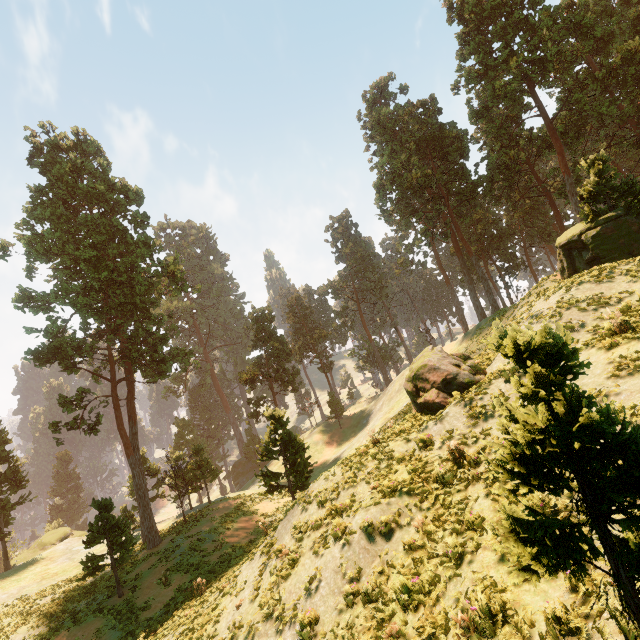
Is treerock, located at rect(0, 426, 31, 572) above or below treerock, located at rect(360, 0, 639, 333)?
below

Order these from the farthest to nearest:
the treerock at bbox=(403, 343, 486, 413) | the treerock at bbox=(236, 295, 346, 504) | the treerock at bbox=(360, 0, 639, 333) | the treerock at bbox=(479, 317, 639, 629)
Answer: the treerock at bbox=(236, 295, 346, 504) → the treerock at bbox=(360, 0, 639, 333) → the treerock at bbox=(403, 343, 486, 413) → the treerock at bbox=(479, 317, 639, 629)

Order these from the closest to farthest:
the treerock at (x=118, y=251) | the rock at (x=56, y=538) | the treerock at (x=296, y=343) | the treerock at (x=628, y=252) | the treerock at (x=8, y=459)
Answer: the treerock at (x=628, y=252) < the treerock at (x=296, y=343) < the treerock at (x=118, y=251) < the treerock at (x=8, y=459) < the rock at (x=56, y=538)

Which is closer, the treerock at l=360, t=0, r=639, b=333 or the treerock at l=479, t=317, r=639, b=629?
the treerock at l=479, t=317, r=639, b=629

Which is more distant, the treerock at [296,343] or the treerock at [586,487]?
the treerock at [296,343]

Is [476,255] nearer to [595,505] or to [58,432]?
[595,505]
